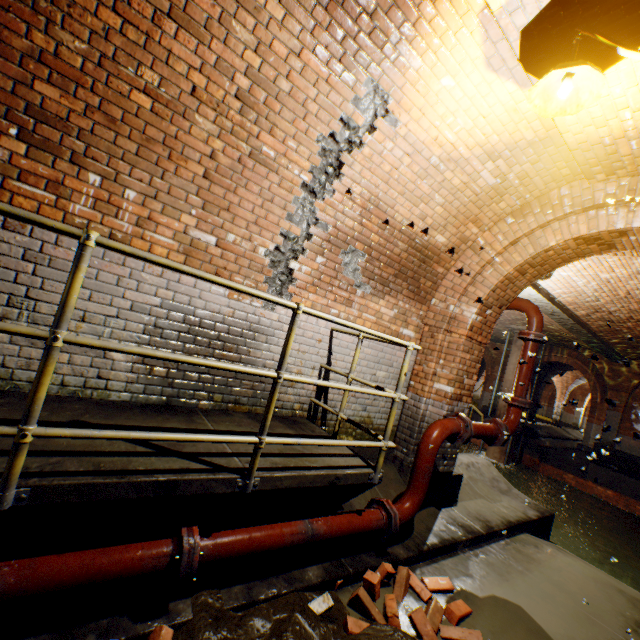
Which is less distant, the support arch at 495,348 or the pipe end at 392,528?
the pipe end at 392,528

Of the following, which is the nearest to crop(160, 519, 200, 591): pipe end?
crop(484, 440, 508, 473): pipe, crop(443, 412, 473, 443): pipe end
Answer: crop(443, 412, 473, 443): pipe end

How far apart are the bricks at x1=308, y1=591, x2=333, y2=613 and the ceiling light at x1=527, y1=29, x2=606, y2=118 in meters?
4.2

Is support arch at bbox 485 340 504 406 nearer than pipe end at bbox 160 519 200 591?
No

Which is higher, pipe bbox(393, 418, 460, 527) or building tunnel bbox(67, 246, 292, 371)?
building tunnel bbox(67, 246, 292, 371)

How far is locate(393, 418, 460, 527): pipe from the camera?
3.42m

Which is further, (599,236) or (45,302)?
(599,236)

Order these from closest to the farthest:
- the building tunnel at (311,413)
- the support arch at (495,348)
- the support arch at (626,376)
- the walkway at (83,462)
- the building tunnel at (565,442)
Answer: the walkway at (83,462)
the building tunnel at (311,413)
the support arch at (626,376)
the building tunnel at (565,442)
the support arch at (495,348)
